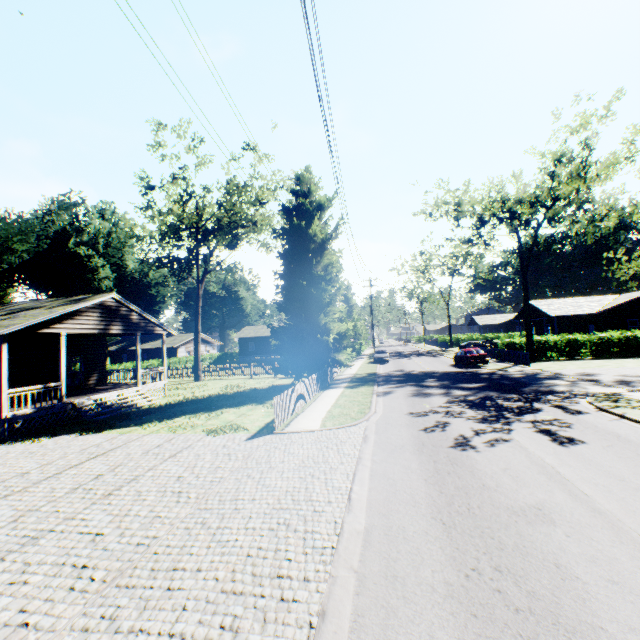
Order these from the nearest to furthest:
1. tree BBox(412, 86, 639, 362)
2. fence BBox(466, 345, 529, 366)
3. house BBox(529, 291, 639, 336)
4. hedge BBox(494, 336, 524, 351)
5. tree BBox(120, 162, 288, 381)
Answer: tree BBox(412, 86, 639, 362) < tree BBox(120, 162, 288, 381) < fence BBox(466, 345, 529, 366) < hedge BBox(494, 336, 524, 351) < house BBox(529, 291, 639, 336)

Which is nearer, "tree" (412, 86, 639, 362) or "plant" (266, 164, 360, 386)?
"plant" (266, 164, 360, 386)

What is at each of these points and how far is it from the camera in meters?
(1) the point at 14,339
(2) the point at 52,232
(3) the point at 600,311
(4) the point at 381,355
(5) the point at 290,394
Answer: (1) house, 18.1
(2) plant, 45.1
(3) house, 35.3
(4) car, 38.2
(5) fence, 14.2

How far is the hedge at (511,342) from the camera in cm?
3216

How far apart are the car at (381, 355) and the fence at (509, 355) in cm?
1091

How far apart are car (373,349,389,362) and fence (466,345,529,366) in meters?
10.9 m

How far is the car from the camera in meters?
37.7 m

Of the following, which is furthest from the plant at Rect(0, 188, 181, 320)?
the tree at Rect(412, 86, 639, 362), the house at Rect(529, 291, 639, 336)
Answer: the house at Rect(529, 291, 639, 336)
